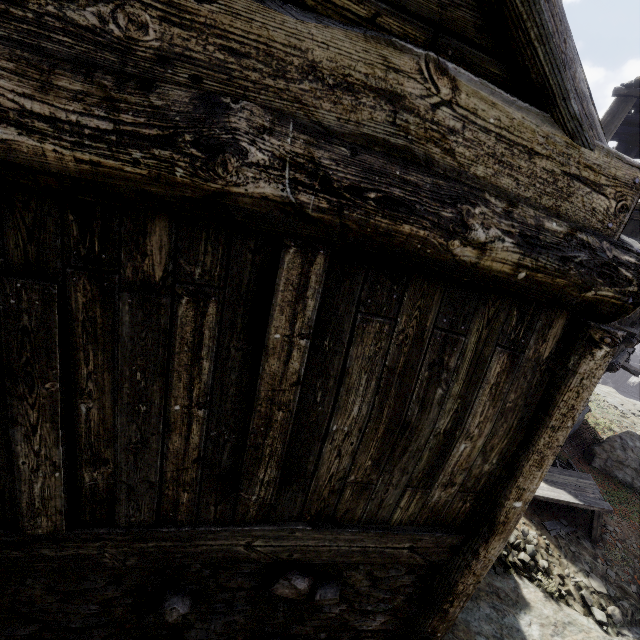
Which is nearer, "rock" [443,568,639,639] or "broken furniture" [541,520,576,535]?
"rock" [443,568,639,639]

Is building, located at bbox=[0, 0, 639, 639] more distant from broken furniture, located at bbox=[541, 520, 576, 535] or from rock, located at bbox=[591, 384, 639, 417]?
broken furniture, located at bbox=[541, 520, 576, 535]

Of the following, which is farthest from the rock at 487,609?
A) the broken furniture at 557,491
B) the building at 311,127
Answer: the broken furniture at 557,491

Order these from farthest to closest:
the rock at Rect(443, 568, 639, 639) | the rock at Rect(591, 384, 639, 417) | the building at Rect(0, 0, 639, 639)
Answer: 1. the rock at Rect(591, 384, 639, 417)
2. the rock at Rect(443, 568, 639, 639)
3. the building at Rect(0, 0, 639, 639)

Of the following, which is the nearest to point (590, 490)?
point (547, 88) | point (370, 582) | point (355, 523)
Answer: point (370, 582)

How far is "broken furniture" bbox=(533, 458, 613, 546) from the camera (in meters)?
6.59
